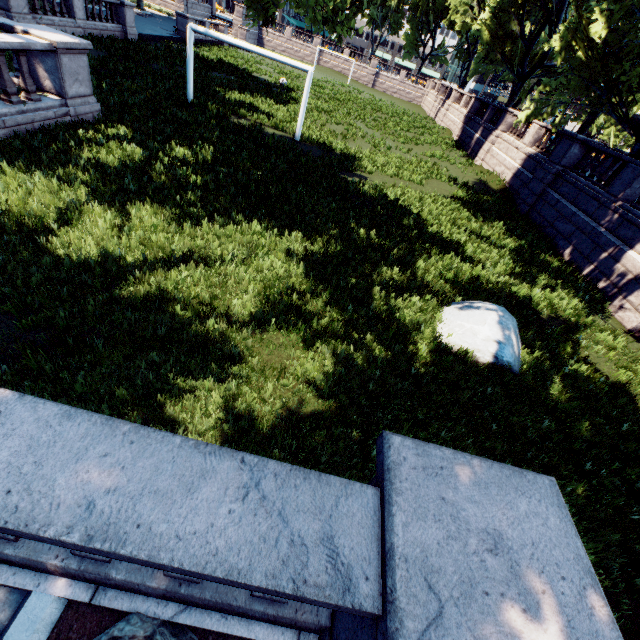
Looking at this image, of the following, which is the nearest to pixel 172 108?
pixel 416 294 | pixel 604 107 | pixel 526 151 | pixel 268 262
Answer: pixel 268 262

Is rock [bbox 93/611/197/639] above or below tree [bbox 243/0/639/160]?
below

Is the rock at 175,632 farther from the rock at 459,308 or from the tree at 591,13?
the rock at 459,308

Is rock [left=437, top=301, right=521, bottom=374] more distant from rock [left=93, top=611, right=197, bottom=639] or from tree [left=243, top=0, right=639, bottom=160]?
tree [left=243, top=0, right=639, bottom=160]

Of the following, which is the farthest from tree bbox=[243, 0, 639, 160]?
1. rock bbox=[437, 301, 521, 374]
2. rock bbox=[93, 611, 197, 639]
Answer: rock bbox=[437, 301, 521, 374]

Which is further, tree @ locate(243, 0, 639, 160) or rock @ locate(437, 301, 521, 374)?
tree @ locate(243, 0, 639, 160)
